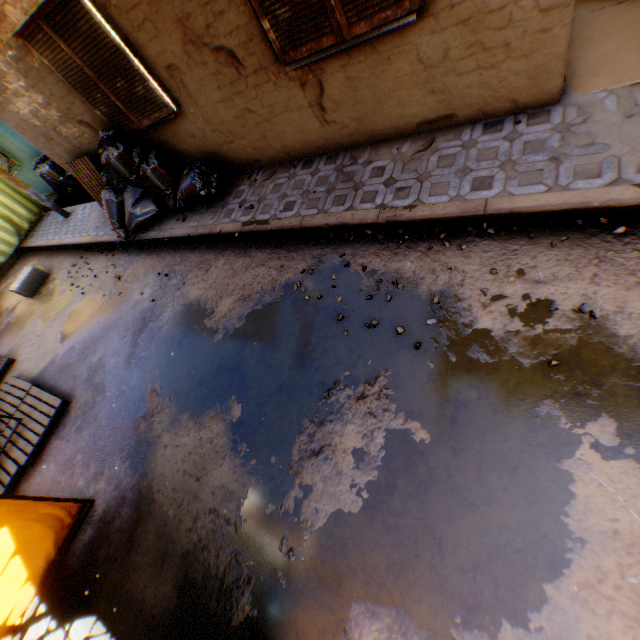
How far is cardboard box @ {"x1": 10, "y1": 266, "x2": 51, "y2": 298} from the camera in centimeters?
784cm

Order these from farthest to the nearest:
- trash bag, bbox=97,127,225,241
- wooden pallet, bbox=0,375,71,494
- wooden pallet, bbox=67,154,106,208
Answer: wooden pallet, bbox=67,154,106,208, trash bag, bbox=97,127,225,241, wooden pallet, bbox=0,375,71,494

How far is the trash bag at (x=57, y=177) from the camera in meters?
9.8 m

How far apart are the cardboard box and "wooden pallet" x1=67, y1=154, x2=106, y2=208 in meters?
2.2 m

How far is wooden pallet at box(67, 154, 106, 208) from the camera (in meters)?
6.65

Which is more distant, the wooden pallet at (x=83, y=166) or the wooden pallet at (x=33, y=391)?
the wooden pallet at (x=83, y=166)

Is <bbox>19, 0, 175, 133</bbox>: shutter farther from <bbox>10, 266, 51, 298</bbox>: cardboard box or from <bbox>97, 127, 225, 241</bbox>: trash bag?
<bbox>10, 266, 51, 298</bbox>: cardboard box

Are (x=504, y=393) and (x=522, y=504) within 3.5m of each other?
yes
